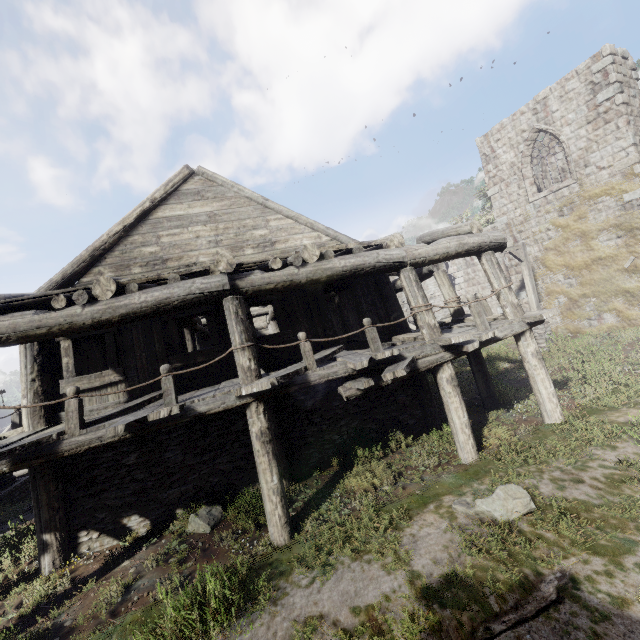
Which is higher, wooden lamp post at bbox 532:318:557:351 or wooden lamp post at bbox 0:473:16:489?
wooden lamp post at bbox 532:318:557:351

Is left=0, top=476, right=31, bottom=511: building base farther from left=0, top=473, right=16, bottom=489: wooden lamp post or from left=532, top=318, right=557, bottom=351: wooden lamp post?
left=532, top=318, right=557, bottom=351: wooden lamp post

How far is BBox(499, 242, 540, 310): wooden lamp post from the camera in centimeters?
1514cm

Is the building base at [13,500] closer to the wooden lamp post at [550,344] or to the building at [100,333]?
the building at [100,333]

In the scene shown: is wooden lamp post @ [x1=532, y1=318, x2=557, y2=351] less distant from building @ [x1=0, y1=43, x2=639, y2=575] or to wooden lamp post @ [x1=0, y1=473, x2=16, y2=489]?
building @ [x1=0, y1=43, x2=639, y2=575]

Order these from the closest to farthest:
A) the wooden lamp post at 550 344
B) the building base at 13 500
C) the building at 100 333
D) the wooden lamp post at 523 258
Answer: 1. the building at 100 333
2. the building base at 13 500
3. the wooden lamp post at 550 344
4. the wooden lamp post at 523 258

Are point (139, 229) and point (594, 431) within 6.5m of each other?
no
